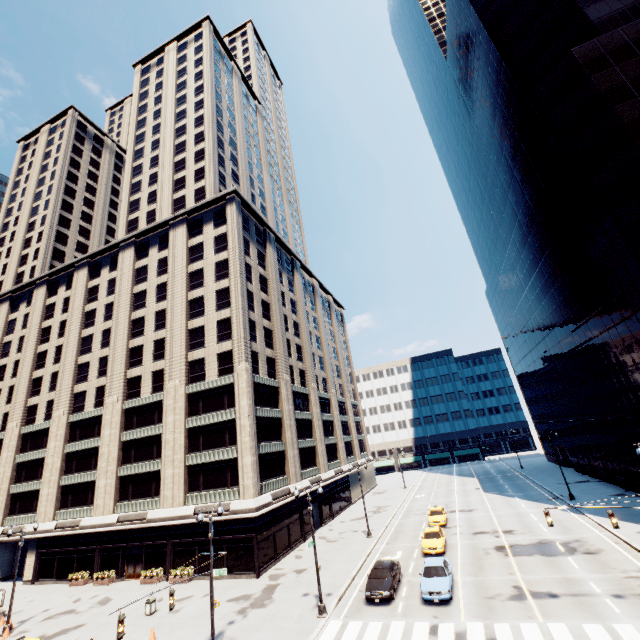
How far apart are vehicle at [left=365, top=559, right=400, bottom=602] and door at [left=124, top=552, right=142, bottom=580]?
24.4 meters

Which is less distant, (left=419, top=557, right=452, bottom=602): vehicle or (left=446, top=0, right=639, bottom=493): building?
(left=419, top=557, right=452, bottom=602): vehicle

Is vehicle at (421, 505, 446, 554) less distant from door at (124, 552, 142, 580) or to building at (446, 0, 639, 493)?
building at (446, 0, 639, 493)

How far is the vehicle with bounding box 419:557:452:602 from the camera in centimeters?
1959cm

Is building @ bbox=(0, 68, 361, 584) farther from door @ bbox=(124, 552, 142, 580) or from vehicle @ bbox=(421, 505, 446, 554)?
vehicle @ bbox=(421, 505, 446, 554)

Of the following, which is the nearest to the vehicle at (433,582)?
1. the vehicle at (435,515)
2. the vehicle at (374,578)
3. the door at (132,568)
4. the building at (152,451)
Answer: the vehicle at (374,578)

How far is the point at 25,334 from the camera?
52.7 meters

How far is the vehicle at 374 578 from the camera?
20.69m
